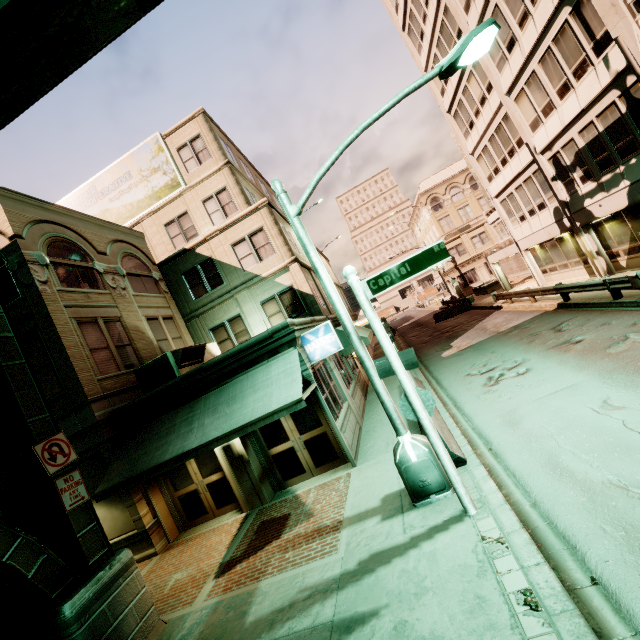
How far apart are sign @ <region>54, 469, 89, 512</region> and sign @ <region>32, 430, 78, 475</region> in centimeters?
14cm

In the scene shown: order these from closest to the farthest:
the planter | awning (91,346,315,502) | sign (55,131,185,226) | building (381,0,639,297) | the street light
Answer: the street light, awning (91,346,315,502), building (381,0,639,297), sign (55,131,185,226), the planter

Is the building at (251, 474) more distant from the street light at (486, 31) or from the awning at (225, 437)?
the street light at (486, 31)

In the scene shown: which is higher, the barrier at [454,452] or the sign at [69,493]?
the sign at [69,493]

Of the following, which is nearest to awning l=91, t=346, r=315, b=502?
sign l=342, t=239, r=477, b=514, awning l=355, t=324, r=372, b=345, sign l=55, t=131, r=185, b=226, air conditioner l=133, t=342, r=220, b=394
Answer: air conditioner l=133, t=342, r=220, b=394

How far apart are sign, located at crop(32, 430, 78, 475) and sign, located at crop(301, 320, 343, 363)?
6.00m

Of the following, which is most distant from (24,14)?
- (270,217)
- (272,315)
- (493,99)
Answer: (493,99)

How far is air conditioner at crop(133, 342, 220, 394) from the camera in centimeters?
1151cm
